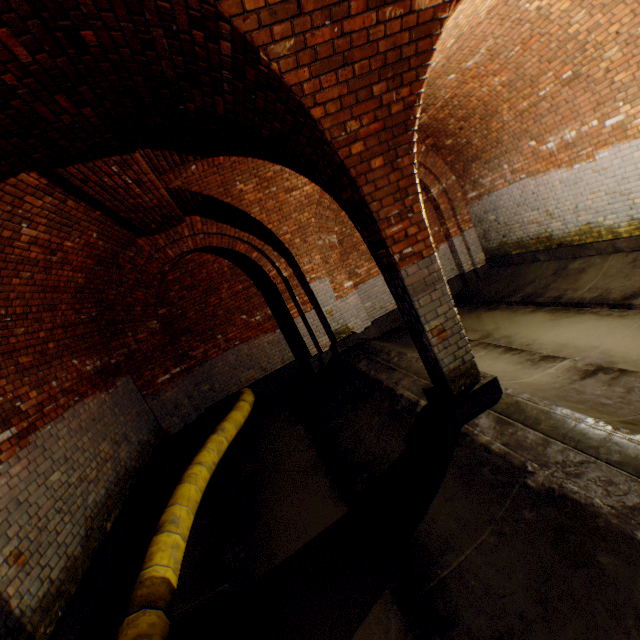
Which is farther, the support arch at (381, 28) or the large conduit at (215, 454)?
the large conduit at (215, 454)

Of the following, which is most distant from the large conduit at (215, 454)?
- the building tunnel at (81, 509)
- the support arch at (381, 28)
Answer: the support arch at (381, 28)

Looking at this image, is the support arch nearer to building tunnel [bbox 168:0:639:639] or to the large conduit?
building tunnel [bbox 168:0:639:639]

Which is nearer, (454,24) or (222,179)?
(454,24)

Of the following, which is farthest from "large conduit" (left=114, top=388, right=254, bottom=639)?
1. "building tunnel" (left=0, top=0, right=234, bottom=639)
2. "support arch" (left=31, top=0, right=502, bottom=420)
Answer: "support arch" (left=31, top=0, right=502, bottom=420)
